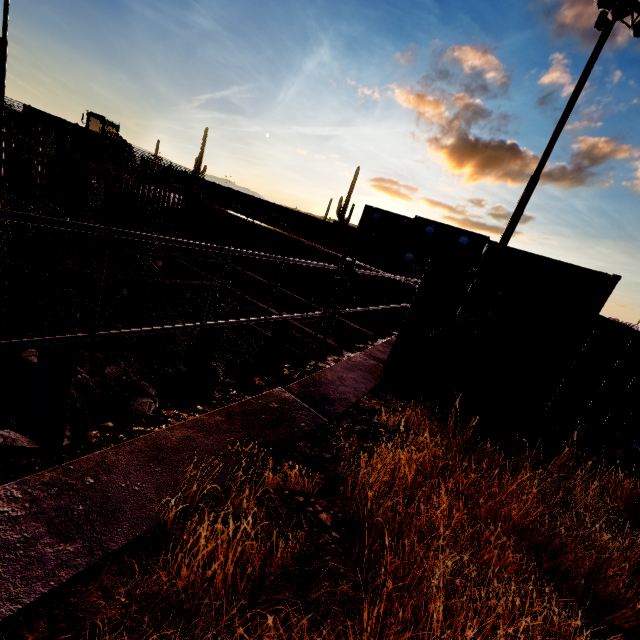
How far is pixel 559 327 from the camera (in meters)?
2.77

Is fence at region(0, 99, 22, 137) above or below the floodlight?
below

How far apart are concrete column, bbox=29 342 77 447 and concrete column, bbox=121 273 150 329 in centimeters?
620cm

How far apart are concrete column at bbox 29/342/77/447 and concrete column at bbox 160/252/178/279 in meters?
13.3 m

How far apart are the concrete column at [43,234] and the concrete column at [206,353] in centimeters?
1433cm

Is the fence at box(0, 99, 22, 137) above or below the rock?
above

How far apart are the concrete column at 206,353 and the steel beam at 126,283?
4.5 meters

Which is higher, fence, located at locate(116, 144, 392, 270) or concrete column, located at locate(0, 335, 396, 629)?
fence, located at locate(116, 144, 392, 270)
